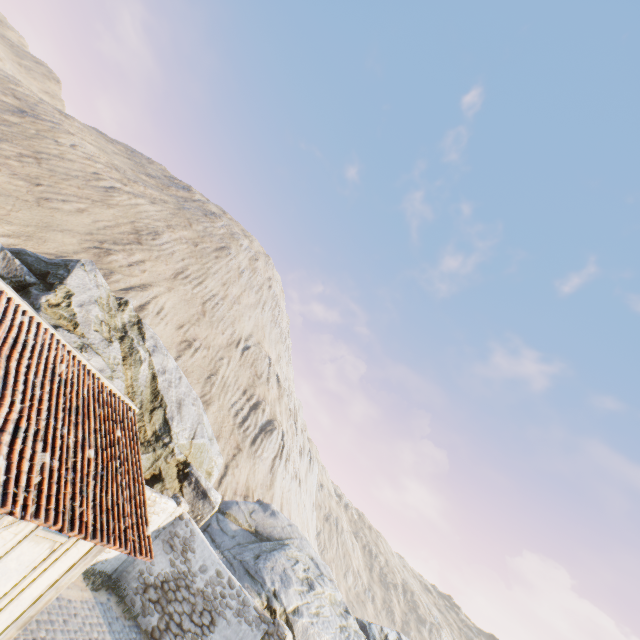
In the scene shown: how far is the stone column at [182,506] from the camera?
12.6 meters

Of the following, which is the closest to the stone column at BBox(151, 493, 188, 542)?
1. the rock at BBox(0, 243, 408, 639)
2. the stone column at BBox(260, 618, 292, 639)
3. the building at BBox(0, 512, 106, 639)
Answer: the rock at BBox(0, 243, 408, 639)

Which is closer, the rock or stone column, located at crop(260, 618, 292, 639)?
stone column, located at crop(260, 618, 292, 639)

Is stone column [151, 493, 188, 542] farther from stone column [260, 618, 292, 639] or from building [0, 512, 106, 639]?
building [0, 512, 106, 639]

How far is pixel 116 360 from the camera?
14.7m

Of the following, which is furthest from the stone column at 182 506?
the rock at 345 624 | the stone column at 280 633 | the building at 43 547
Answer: the building at 43 547

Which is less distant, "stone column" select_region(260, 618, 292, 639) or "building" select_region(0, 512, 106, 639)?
"building" select_region(0, 512, 106, 639)

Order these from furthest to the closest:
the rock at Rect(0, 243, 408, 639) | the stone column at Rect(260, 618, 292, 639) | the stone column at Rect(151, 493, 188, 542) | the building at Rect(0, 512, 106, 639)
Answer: the rock at Rect(0, 243, 408, 639), the stone column at Rect(151, 493, 188, 542), the stone column at Rect(260, 618, 292, 639), the building at Rect(0, 512, 106, 639)
